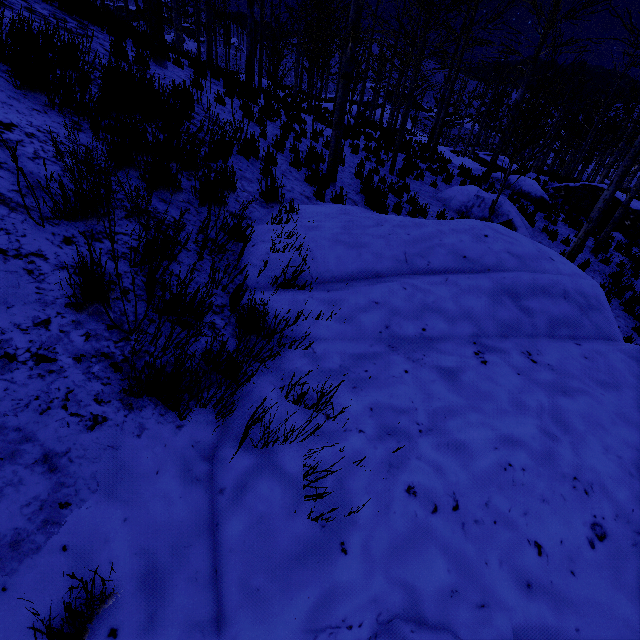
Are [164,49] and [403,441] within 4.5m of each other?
no

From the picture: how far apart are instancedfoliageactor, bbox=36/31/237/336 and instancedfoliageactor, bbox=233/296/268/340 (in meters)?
1.61

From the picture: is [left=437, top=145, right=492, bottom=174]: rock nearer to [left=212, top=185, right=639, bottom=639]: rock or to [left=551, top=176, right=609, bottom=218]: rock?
[left=551, top=176, right=609, bottom=218]: rock

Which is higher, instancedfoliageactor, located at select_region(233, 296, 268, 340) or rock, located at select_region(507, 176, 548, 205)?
instancedfoliageactor, located at select_region(233, 296, 268, 340)

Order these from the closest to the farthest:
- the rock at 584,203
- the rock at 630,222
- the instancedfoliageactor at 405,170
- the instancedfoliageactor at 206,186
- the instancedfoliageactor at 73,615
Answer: the instancedfoliageactor at 73,615 → the instancedfoliageactor at 206,186 → the instancedfoliageactor at 405,170 → the rock at 630,222 → the rock at 584,203

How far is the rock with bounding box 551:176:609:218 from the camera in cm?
1706

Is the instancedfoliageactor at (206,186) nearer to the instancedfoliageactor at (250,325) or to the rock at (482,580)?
Result: the rock at (482,580)
